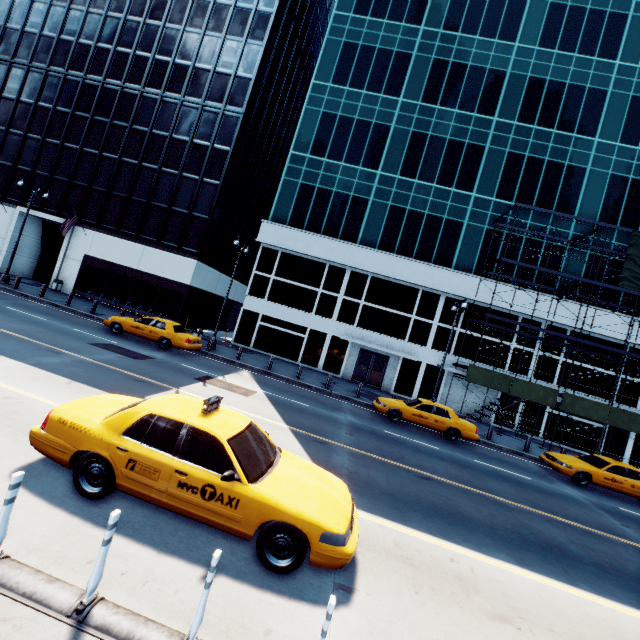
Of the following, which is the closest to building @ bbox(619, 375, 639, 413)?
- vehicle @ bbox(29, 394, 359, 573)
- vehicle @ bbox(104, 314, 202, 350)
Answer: vehicle @ bbox(104, 314, 202, 350)

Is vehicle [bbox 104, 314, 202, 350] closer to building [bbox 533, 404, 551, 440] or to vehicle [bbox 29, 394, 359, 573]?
building [bbox 533, 404, 551, 440]

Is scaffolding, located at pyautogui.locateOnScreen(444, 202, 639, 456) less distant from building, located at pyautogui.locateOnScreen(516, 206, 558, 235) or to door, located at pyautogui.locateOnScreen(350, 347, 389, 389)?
building, located at pyautogui.locateOnScreen(516, 206, 558, 235)

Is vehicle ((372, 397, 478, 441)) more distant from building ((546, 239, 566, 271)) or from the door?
the door

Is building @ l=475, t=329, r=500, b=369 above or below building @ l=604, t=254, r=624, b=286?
below

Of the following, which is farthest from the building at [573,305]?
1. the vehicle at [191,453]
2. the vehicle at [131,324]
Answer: the vehicle at [191,453]

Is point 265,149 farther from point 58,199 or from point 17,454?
point 17,454

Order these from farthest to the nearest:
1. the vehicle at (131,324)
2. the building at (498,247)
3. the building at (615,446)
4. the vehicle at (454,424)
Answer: the building at (498,247) → the building at (615,446) → the vehicle at (131,324) → the vehicle at (454,424)
